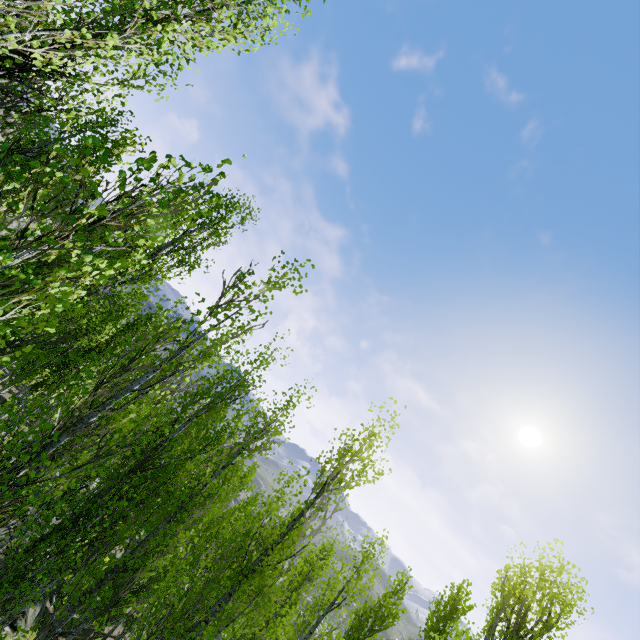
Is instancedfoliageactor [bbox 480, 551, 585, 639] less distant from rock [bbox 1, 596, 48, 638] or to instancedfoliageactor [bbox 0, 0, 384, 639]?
instancedfoliageactor [bbox 0, 0, 384, 639]

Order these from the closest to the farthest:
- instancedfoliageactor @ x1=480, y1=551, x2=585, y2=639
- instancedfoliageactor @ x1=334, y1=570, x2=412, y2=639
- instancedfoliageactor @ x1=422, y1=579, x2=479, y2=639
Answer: instancedfoliageactor @ x1=480, y1=551, x2=585, y2=639, instancedfoliageactor @ x1=422, y1=579, x2=479, y2=639, instancedfoliageactor @ x1=334, y1=570, x2=412, y2=639

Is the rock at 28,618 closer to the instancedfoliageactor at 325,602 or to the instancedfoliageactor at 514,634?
the instancedfoliageactor at 325,602

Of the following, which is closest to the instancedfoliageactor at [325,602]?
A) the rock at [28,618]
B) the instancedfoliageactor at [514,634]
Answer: the rock at [28,618]

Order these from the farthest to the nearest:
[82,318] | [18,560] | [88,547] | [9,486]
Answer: [82,318] → [88,547] → [18,560] → [9,486]

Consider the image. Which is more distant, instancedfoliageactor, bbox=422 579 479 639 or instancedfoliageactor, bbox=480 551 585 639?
instancedfoliageactor, bbox=422 579 479 639
